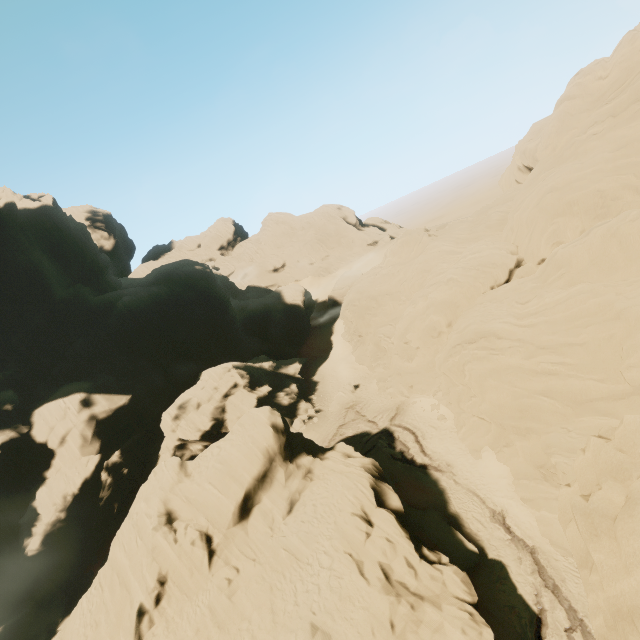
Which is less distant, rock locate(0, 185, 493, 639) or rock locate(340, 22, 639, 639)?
rock locate(340, 22, 639, 639)

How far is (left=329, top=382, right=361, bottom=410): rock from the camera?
42.99m

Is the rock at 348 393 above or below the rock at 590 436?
below

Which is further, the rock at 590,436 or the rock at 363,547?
the rock at 363,547

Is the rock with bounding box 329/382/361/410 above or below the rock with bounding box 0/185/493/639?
below

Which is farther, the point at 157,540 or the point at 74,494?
the point at 74,494
